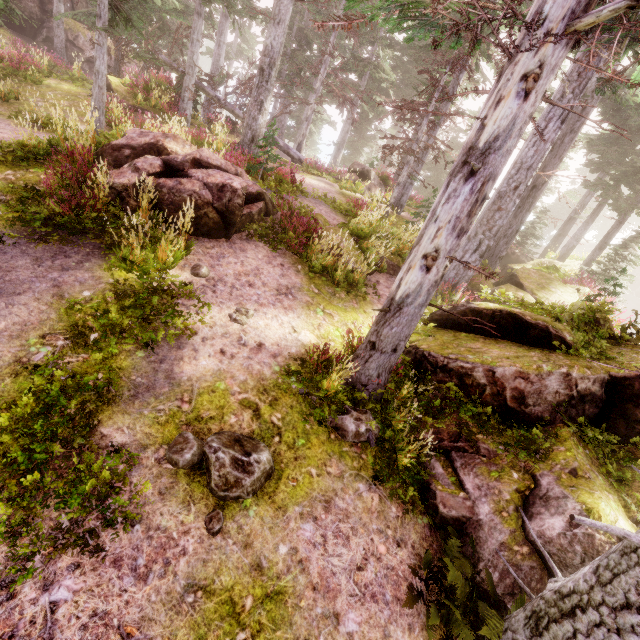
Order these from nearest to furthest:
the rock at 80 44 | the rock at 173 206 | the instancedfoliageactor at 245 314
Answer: the instancedfoliageactor at 245 314
the rock at 173 206
the rock at 80 44

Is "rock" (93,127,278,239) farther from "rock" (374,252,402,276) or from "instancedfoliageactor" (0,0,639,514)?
"rock" (374,252,402,276)

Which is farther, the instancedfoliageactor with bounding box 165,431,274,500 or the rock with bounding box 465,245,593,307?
the rock with bounding box 465,245,593,307

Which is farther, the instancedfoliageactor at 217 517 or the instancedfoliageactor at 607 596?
the instancedfoliageactor at 217 517

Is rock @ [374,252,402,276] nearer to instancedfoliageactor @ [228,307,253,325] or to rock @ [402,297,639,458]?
instancedfoliageactor @ [228,307,253,325]

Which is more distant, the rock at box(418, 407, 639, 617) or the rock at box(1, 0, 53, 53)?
the rock at box(1, 0, 53, 53)

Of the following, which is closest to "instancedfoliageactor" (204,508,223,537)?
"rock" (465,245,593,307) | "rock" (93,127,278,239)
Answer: "rock" (465,245,593,307)

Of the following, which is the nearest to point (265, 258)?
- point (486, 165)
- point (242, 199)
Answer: point (242, 199)
